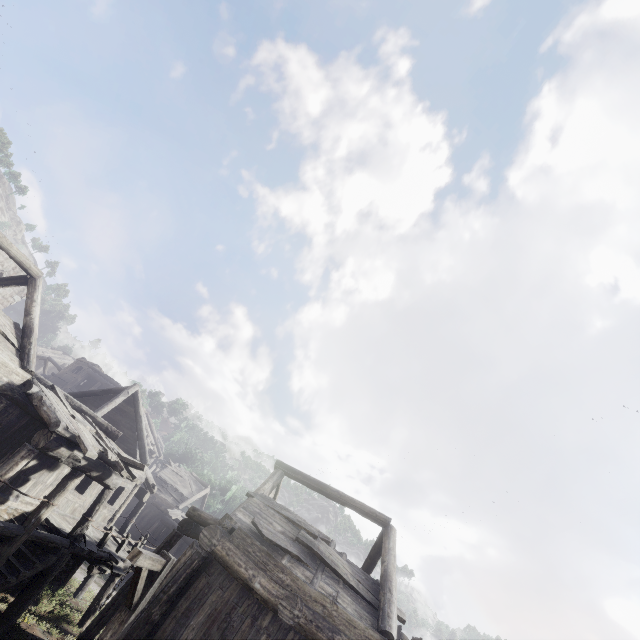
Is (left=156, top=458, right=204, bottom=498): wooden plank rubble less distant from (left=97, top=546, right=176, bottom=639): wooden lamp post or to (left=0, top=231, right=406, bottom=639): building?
(left=0, top=231, right=406, bottom=639): building

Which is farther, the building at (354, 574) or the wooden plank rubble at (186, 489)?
the wooden plank rubble at (186, 489)

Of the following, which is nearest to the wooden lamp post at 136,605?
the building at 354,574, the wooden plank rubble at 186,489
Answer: the building at 354,574

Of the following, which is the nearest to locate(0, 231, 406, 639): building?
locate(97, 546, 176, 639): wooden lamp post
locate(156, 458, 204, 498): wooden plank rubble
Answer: locate(156, 458, 204, 498): wooden plank rubble

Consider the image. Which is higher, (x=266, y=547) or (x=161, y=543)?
(x=266, y=547)

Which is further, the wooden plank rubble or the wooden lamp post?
the wooden plank rubble

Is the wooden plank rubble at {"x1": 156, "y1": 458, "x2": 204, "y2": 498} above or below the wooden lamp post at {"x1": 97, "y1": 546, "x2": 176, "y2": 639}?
above
